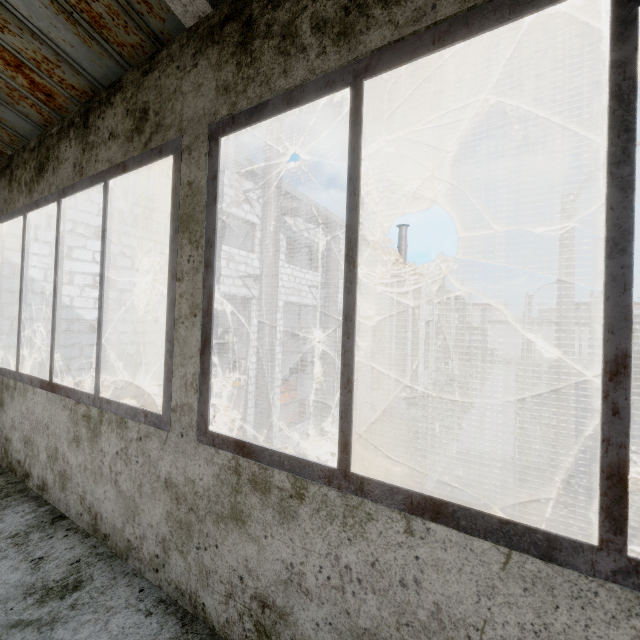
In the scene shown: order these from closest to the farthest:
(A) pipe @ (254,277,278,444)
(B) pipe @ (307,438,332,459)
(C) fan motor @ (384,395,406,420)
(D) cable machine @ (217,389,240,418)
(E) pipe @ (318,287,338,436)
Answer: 1. (A) pipe @ (254,277,278,444)
2. (B) pipe @ (307,438,332,459)
3. (E) pipe @ (318,287,338,436)
4. (D) cable machine @ (217,389,240,418)
5. (C) fan motor @ (384,395,406,420)

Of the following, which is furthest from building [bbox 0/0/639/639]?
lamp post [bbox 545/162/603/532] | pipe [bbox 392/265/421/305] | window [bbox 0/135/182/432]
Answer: pipe [bbox 392/265/421/305]

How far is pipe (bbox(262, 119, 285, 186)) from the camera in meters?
9.9 m

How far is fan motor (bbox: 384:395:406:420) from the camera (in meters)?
20.45

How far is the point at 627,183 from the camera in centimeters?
76cm

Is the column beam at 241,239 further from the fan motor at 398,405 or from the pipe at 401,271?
the fan motor at 398,405

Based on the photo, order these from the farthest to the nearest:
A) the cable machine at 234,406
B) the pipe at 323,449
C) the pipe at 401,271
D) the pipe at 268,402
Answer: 1. the pipe at 401,271
2. the cable machine at 234,406
3. the pipe at 323,449
4. the pipe at 268,402
